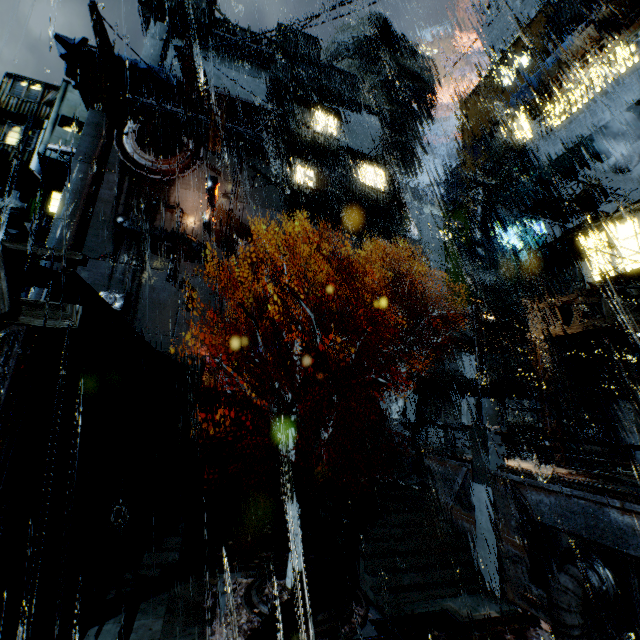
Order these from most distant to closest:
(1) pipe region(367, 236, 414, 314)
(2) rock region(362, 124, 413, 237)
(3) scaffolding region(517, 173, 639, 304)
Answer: (2) rock region(362, 124, 413, 237) → (1) pipe region(367, 236, 414, 314) → (3) scaffolding region(517, 173, 639, 304)

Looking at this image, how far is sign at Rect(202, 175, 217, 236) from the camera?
30.86m

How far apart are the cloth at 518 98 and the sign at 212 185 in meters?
24.9 m

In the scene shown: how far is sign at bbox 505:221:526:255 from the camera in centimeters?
2397cm

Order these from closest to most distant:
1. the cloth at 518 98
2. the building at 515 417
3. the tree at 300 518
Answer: the tree at 300 518, the cloth at 518 98, the building at 515 417

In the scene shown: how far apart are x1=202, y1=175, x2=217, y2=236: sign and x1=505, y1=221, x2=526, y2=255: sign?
25.94m

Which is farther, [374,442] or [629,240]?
[374,442]

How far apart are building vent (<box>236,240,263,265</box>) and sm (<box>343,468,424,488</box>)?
24.3 meters
